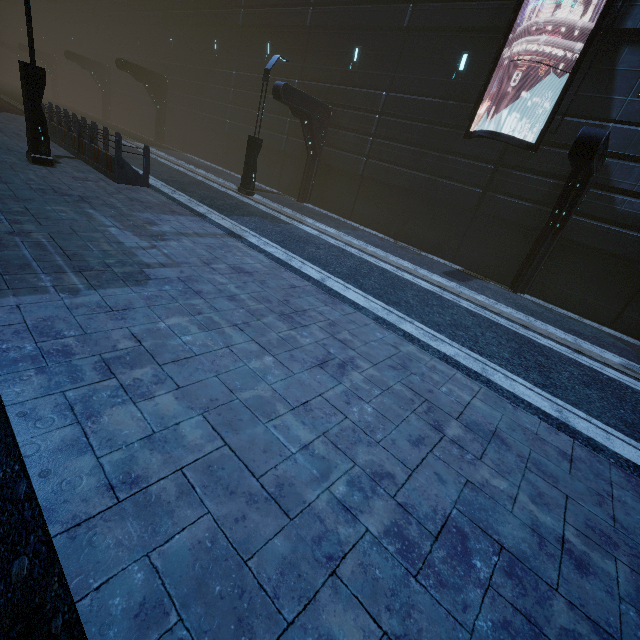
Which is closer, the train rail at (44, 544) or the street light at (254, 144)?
the train rail at (44, 544)

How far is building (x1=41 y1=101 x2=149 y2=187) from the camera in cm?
1011

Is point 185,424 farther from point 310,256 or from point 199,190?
point 199,190

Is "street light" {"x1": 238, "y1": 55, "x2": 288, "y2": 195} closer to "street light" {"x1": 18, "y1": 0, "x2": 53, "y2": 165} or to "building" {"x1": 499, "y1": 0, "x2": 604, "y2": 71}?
"building" {"x1": 499, "y1": 0, "x2": 604, "y2": 71}

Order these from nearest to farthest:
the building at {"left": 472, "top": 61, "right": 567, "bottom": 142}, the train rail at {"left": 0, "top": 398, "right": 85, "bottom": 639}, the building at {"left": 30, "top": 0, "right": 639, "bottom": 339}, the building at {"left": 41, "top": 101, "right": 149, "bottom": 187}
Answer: the train rail at {"left": 0, "top": 398, "right": 85, "bottom": 639}
the building at {"left": 41, "top": 101, "right": 149, "bottom": 187}
the building at {"left": 30, "top": 0, "right": 639, "bottom": 339}
the building at {"left": 472, "top": 61, "right": 567, "bottom": 142}

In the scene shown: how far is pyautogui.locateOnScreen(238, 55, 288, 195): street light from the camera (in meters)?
13.23

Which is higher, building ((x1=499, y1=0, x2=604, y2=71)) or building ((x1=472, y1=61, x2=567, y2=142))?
building ((x1=499, y1=0, x2=604, y2=71))

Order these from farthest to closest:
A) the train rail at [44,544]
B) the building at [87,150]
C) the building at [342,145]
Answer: the building at [342,145] → the building at [87,150] → the train rail at [44,544]
